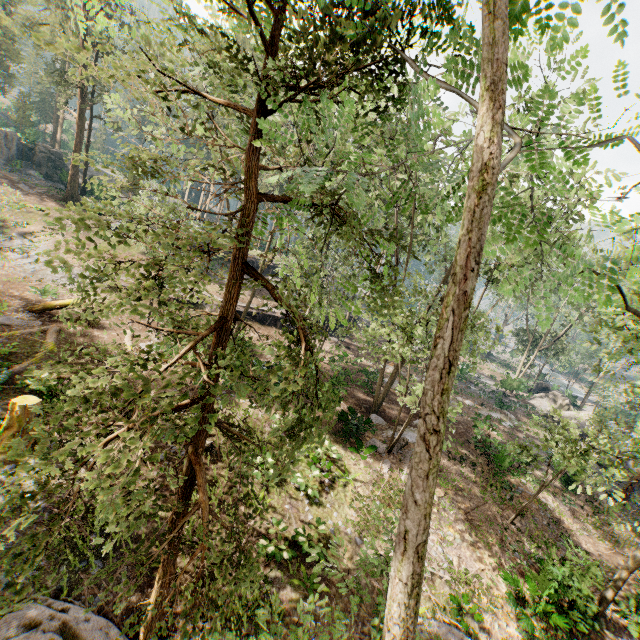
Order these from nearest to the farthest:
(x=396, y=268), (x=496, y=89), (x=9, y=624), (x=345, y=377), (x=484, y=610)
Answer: (x=496, y=89), (x=396, y=268), (x=9, y=624), (x=484, y=610), (x=345, y=377)

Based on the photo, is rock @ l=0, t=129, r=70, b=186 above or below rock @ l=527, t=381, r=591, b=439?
above

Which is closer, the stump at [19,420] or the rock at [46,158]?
the stump at [19,420]

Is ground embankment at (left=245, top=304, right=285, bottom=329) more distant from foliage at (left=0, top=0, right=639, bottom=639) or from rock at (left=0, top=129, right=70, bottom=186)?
rock at (left=0, top=129, right=70, bottom=186)

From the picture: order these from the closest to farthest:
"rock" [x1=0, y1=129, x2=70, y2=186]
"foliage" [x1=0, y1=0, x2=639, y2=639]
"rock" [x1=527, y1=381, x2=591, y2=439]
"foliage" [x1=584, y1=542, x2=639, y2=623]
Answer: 1. "foliage" [x1=0, y1=0, x2=639, y2=639]
2. "foliage" [x1=584, y1=542, x2=639, y2=623]
3. "rock" [x1=527, y1=381, x2=591, y2=439]
4. "rock" [x1=0, y1=129, x2=70, y2=186]

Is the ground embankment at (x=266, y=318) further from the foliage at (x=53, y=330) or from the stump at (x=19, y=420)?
the stump at (x=19, y=420)

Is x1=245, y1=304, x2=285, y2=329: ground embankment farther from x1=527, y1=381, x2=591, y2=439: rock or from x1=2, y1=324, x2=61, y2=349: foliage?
x1=527, y1=381, x2=591, y2=439: rock

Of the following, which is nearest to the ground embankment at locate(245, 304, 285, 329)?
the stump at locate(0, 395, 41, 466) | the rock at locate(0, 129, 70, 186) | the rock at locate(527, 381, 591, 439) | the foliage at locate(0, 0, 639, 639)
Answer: the foliage at locate(0, 0, 639, 639)
